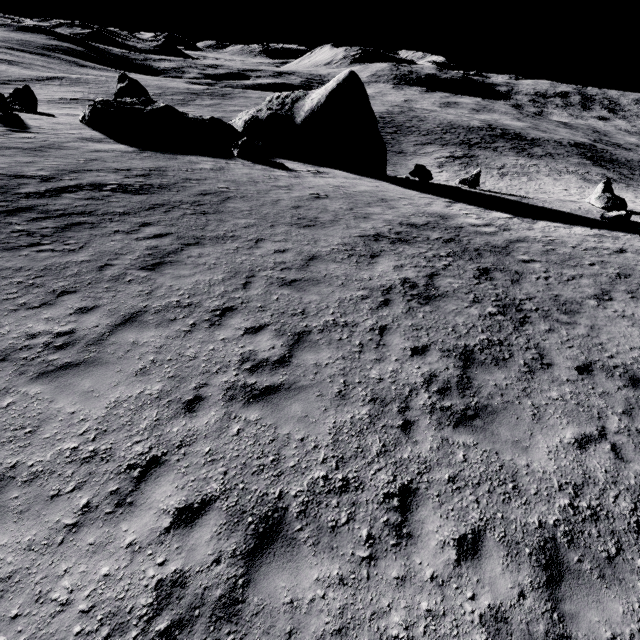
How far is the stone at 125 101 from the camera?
21.5m

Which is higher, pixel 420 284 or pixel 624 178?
pixel 420 284

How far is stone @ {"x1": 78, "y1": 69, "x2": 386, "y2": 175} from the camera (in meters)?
21.50

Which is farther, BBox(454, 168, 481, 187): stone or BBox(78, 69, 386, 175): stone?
BBox(454, 168, 481, 187): stone

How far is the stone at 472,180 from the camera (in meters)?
24.97

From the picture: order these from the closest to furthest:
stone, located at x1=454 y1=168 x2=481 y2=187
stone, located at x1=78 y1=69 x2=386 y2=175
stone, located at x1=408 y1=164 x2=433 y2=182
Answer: stone, located at x1=78 y1=69 x2=386 y2=175 < stone, located at x1=408 y1=164 x2=433 y2=182 < stone, located at x1=454 y1=168 x2=481 y2=187

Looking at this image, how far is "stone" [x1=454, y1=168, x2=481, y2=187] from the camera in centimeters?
2497cm
